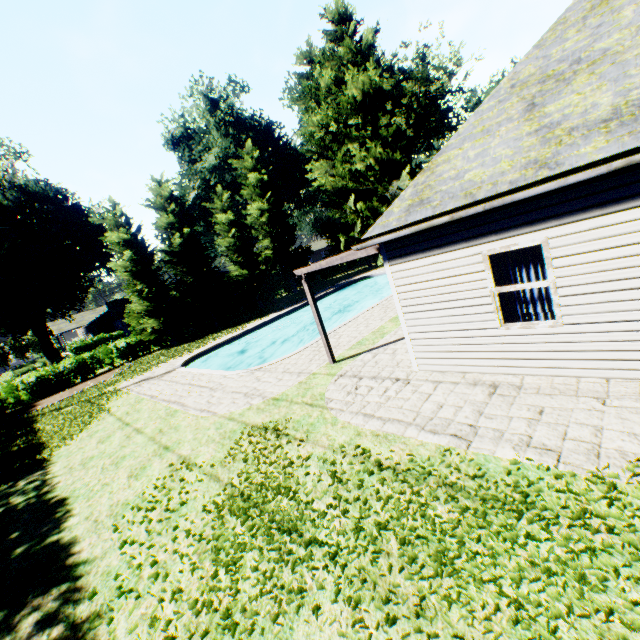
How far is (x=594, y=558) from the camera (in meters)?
2.94

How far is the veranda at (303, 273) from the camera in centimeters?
816cm

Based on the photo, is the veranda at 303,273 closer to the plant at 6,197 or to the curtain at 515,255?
the curtain at 515,255

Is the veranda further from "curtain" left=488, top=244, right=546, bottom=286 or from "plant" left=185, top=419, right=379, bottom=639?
"plant" left=185, top=419, right=379, bottom=639

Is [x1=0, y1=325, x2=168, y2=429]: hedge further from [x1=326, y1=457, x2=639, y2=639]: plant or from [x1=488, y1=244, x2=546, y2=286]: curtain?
[x1=488, y1=244, x2=546, y2=286]: curtain

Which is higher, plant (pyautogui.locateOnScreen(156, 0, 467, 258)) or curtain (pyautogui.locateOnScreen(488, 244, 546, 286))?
plant (pyautogui.locateOnScreen(156, 0, 467, 258))

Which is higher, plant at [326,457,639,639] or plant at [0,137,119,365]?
plant at [0,137,119,365]
